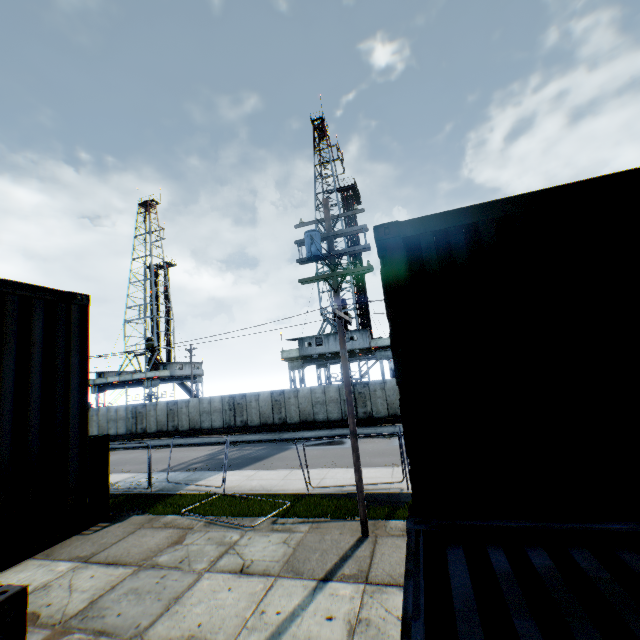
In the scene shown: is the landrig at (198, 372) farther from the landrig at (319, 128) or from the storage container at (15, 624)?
the storage container at (15, 624)

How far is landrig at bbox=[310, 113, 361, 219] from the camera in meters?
37.2 m

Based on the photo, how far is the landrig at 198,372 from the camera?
48.66m

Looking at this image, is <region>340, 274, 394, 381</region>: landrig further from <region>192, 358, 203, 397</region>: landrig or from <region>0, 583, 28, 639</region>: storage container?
<region>0, 583, 28, 639</region>: storage container

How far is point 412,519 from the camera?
2.98m

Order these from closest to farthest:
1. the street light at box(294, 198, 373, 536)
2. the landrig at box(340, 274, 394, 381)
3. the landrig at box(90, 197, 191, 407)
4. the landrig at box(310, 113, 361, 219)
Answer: the street light at box(294, 198, 373, 536) → the landrig at box(340, 274, 394, 381) → the landrig at box(310, 113, 361, 219) → the landrig at box(90, 197, 191, 407)

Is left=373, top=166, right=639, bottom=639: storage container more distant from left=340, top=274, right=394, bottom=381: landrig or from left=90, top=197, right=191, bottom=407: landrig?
left=90, top=197, right=191, bottom=407: landrig

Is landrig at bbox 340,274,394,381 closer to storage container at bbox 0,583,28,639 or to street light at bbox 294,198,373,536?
street light at bbox 294,198,373,536
